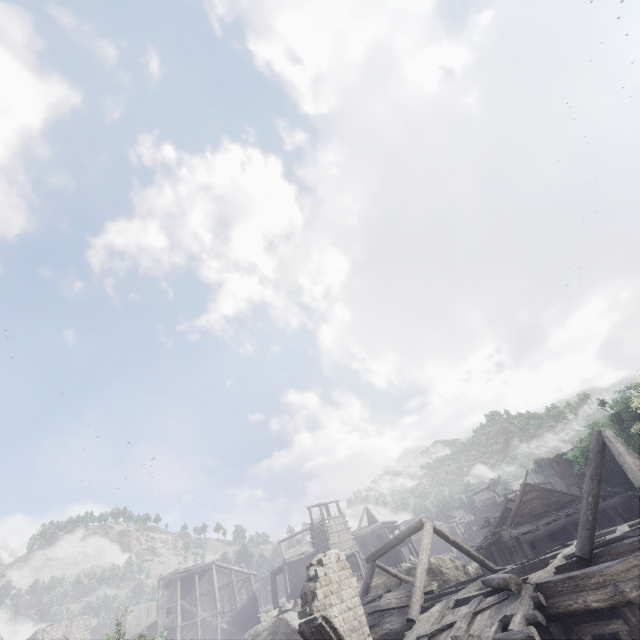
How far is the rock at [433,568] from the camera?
31.5m

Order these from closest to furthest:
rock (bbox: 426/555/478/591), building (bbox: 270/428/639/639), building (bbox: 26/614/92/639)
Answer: building (bbox: 270/428/639/639) < rock (bbox: 426/555/478/591) < building (bbox: 26/614/92/639)

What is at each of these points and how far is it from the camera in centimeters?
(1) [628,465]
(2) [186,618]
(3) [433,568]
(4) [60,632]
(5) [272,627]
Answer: (1) building, 1062cm
(2) building, 4169cm
(3) rock, 3216cm
(4) building, 4109cm
(5) rock, 2495cm

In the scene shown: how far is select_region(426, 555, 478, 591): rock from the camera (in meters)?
31.47

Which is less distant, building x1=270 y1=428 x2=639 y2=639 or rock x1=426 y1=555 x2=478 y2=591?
building x1=270 y1=428 x2=639 y2=639

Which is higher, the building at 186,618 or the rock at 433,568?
the building at 186,618
